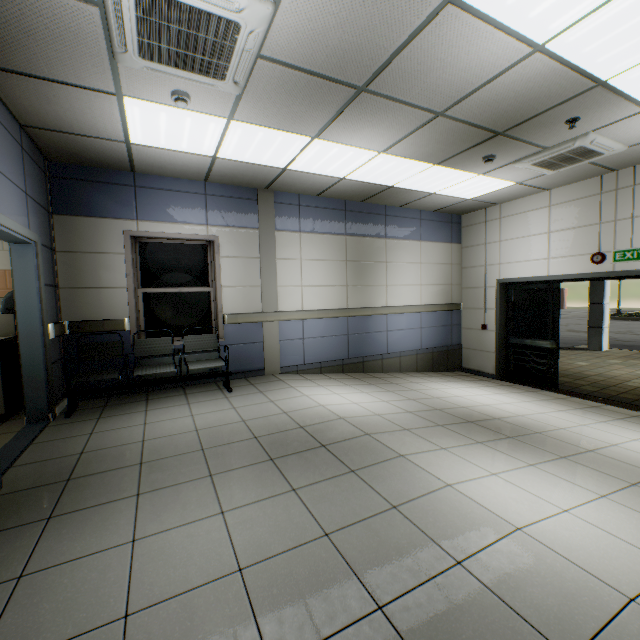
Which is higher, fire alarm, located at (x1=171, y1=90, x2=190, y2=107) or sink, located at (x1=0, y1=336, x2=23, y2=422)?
fire alarm, located at (x1=171, y1=90, x2=190, y2=107)

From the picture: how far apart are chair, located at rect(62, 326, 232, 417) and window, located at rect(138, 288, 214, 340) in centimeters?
27cm

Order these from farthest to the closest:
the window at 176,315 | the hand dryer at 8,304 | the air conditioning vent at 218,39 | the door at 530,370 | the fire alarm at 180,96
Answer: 1. the door at 530,370
2. the window at 176,315
3. the hand dryer at 8,304
4. the fire alarm at 180,96
5. the air conditioning vent at 218,39

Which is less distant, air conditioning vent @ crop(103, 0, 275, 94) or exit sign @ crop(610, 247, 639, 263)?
air conditioning vent @ crop(103, 0, 275, 94)

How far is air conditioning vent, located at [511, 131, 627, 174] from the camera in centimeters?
405cm

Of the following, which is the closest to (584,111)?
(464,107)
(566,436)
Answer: (464,107)

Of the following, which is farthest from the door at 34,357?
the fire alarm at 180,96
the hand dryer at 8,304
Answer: the fire alarm at 180,96

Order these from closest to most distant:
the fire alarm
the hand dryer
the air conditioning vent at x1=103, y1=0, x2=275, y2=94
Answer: the air conditioning vent at x1=103, y1=0, x2=275, y2=94 < the fire alarm < the hand dryer
